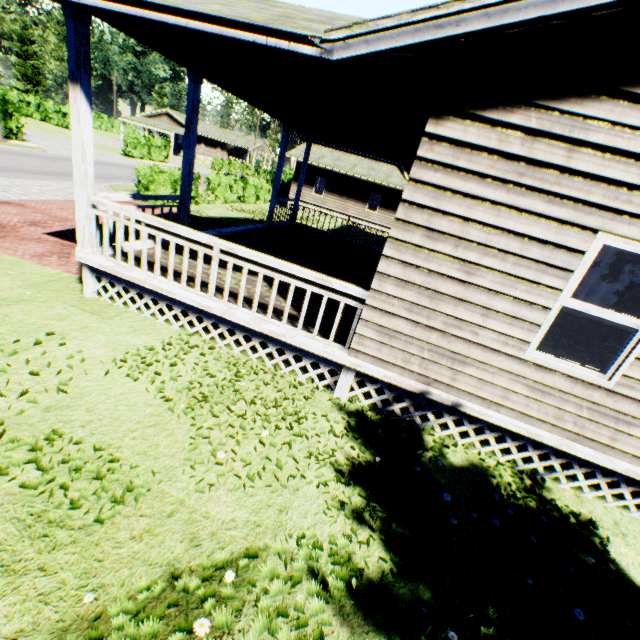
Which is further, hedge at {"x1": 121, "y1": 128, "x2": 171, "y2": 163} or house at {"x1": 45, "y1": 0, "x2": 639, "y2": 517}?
hedge at {"x1": 121, "y1": 128, "x2": 171, "y2": 163}

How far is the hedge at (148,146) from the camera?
33.8m

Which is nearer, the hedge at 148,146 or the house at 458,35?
the house at 458,35

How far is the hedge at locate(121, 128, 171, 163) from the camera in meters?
33.8 m

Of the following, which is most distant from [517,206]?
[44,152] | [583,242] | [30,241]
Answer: [44,152]
